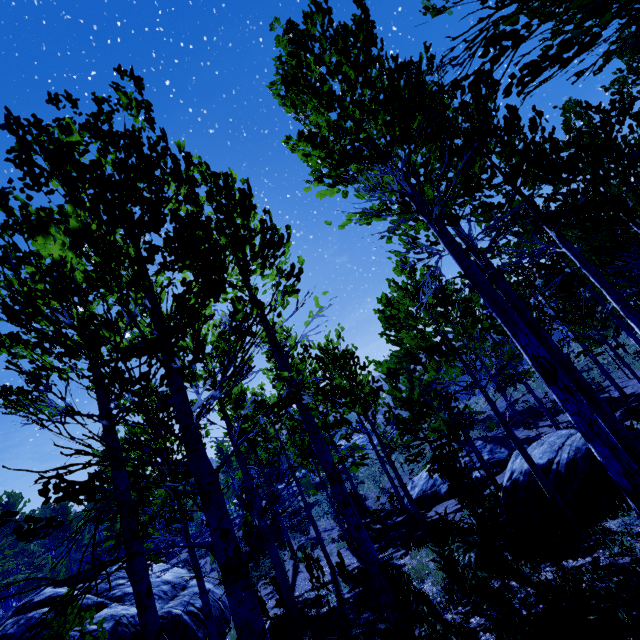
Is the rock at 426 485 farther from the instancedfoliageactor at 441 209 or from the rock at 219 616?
the rock at 219 616

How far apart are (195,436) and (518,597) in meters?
5.6

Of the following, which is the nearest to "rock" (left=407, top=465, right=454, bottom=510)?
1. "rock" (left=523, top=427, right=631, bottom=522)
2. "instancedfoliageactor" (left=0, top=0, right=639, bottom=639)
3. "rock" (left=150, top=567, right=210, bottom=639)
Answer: "instancedfoliageactor" (left=0, top=0, right=639, bottom=639)

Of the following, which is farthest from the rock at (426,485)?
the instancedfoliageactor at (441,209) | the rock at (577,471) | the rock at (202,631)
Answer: the rock at (202,631)

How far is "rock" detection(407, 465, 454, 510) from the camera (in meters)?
16.61

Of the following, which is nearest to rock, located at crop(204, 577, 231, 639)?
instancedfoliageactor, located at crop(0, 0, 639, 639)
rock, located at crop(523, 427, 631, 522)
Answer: instancedfoliageactor, located at crop(0, 0, 639, 639)

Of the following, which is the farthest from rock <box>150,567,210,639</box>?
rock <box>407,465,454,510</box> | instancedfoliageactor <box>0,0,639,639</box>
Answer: rock <box>407,465,454,510</box>
